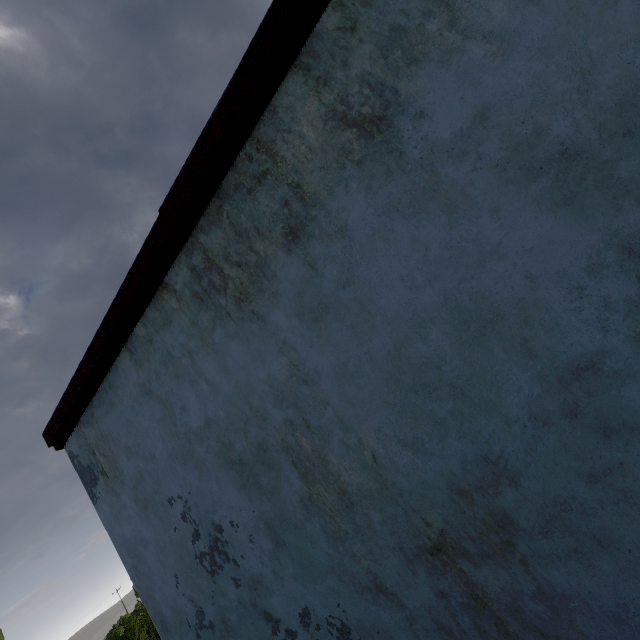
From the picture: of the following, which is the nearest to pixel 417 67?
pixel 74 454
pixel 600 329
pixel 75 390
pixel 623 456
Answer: pixel 600 329
